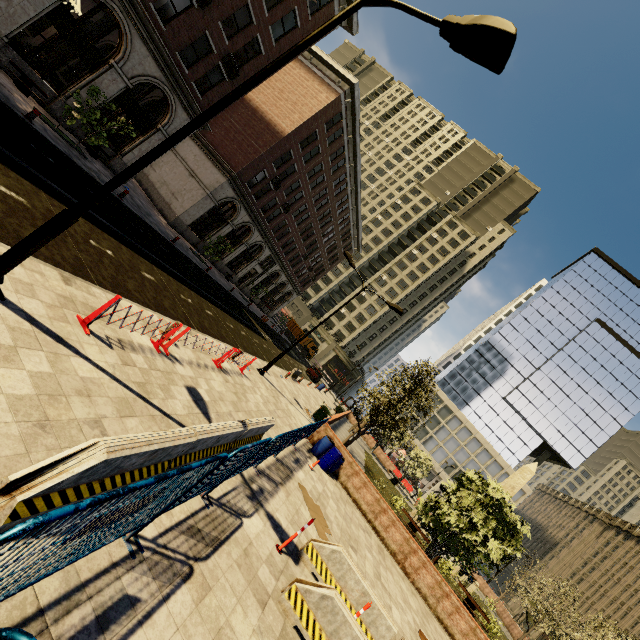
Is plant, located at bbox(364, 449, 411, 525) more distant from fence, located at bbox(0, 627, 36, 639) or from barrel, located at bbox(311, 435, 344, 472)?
fence, located at bbox(0, 627, 36, 639)

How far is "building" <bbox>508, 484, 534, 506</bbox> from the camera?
56.38m

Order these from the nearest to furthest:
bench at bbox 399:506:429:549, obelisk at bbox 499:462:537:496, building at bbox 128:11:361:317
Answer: bench at bbox 399:506:429:549, building at bbox 128:11:361:317, obelisk at bbox 499:462:537:496

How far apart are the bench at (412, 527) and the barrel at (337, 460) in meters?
10.7 m

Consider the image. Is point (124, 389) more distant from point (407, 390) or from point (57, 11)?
point (407, 390)

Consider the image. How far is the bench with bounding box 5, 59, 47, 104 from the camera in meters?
14.3

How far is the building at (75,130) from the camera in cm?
1742

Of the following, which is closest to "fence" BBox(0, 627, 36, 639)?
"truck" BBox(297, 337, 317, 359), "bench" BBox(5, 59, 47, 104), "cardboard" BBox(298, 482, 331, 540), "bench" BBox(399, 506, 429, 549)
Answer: "cardboard" BBox(298, 482, 331, 540)
